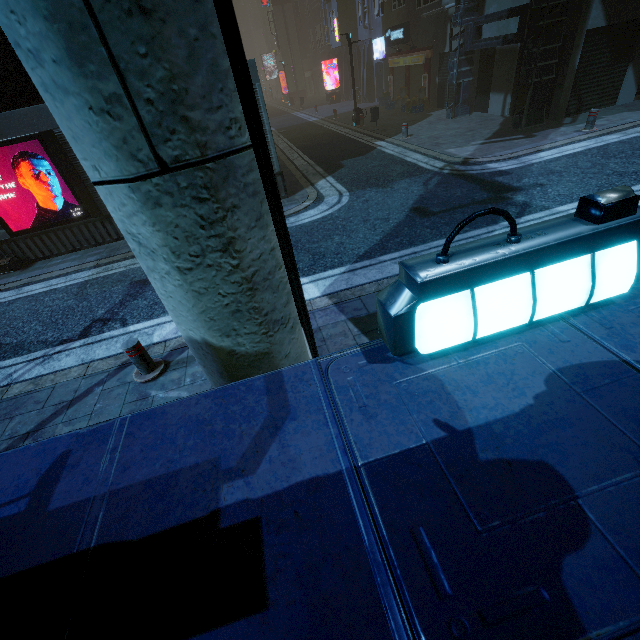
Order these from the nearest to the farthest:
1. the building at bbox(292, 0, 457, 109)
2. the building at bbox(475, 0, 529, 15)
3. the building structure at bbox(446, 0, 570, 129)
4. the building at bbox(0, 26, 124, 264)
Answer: the building at bbox(0, 26, 124, 264) < the building structure at bbox(446, 0, 570, 129) < the building at bbox(475, 0, 529, 15) < the building at bbox(292, 0, 457, 109)

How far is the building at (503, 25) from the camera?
12.4m

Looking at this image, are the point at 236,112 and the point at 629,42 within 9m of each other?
no

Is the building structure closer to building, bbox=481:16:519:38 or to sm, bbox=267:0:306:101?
building, bbox=481:16:519:38

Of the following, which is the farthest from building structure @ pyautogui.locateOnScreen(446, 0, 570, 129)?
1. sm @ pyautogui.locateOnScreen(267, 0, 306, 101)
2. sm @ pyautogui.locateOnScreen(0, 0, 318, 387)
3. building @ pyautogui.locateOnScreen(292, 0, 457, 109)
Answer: sm @ pyautogui.locateOnScreen(267, 0, 306, 101)

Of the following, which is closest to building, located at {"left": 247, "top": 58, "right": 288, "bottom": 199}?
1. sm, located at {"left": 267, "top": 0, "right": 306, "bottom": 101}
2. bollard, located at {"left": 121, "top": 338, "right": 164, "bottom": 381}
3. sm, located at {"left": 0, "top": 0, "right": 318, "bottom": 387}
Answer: sm, located at {"left": 0, "top": 0, "right": 318, "bottom": 387}

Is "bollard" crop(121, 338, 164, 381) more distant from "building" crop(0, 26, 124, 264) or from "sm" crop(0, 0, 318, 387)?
"building" crop(0, 26, 124, 264)
